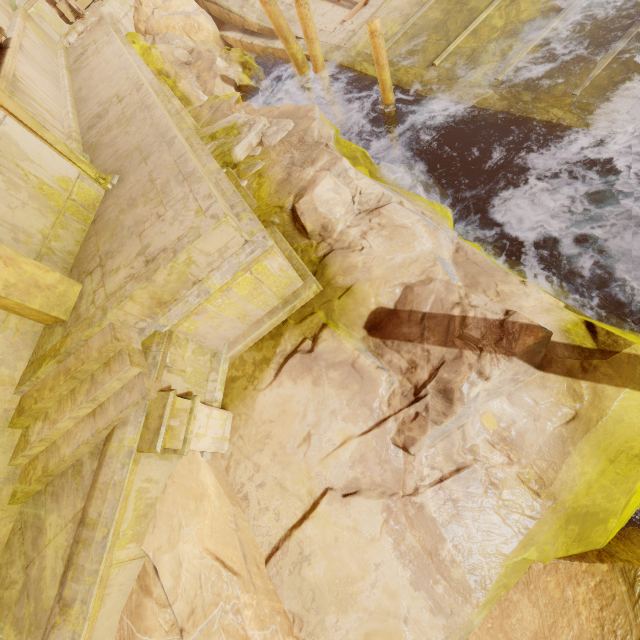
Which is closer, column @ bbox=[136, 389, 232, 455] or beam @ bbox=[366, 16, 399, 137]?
column @ bbox=[136, 389, 232, 455]

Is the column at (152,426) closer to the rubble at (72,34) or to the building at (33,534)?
the building at (33,534)

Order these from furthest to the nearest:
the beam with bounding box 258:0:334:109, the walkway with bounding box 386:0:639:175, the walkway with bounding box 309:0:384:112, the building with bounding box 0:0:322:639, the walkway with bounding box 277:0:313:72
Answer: the walkway with bounding box 277:0:313:72 < the walkway with bounding box 309:0:384:112 < the beam with bounding box 258:0:334:109 < the walkway with bounding box 386:0:639:175 < the building with bounding box 0:0:322:639

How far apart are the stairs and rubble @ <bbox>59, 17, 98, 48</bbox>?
12.65m

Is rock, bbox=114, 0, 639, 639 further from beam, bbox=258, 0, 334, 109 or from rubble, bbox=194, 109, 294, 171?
beam, bbox=258, 0, 334, 109

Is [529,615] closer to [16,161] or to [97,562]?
[97,562]

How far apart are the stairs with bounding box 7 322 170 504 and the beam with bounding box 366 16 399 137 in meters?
6.9 m

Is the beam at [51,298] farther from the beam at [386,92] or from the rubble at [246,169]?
the beam at [386,92]
